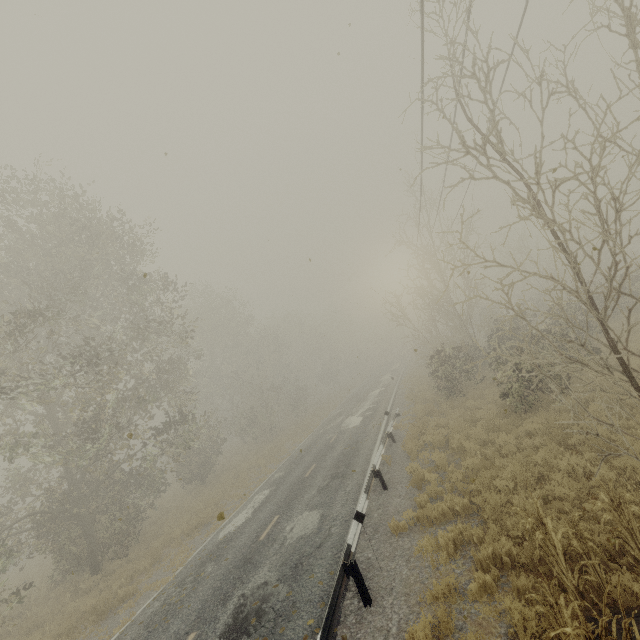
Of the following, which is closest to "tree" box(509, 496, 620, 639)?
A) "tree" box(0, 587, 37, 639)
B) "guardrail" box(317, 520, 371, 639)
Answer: "guardrail" box(317, 520, 371, 639)

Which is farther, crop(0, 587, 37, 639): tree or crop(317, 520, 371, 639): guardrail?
crop(0, 587, 37, 639): tree

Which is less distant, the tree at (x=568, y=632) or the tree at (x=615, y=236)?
the tree at (x=568, y=632)

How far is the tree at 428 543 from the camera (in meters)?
7.31

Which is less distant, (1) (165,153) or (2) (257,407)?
(1) (165,153)

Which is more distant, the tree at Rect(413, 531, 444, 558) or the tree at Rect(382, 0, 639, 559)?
the tree at Rect(413, 531, 444, 558)

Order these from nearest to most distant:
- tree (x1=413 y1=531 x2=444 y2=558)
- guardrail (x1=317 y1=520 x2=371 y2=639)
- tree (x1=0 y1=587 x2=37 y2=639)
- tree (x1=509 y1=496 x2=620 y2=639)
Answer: tree (x1=509 y1=496 x2=620 y2=639), guardrail (x1=317 y1=520 x2=371 y2=639), tree (x1=413 y1=531 x2=444 y2=558), tree (x1=0 y1=587 x2=37 y2=639)
